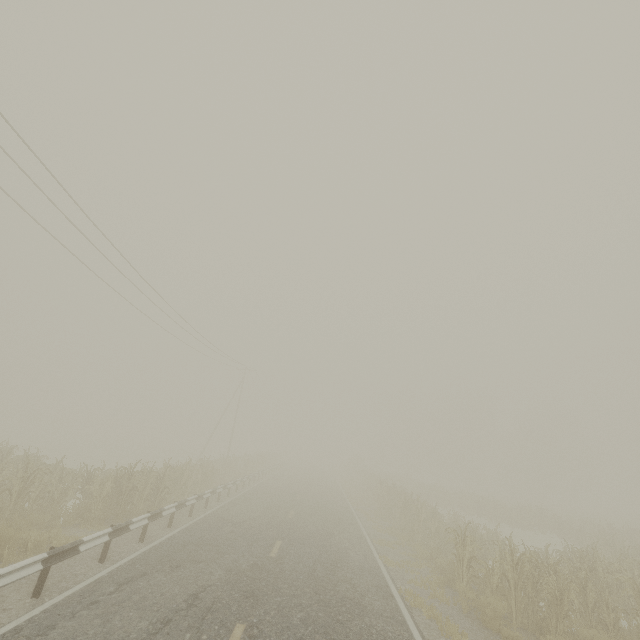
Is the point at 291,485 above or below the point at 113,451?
above

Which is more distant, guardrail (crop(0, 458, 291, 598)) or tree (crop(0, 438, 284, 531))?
tree (crop(0, 438, 284, 531))

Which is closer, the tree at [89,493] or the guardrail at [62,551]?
the guardrail at [62,551]
